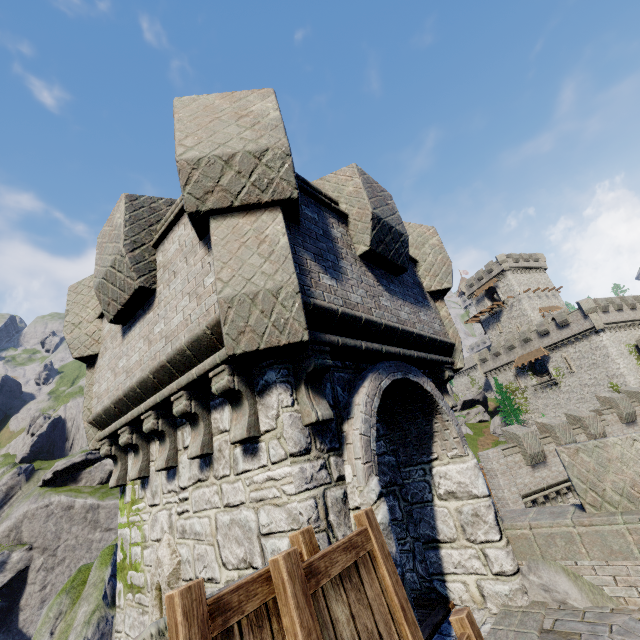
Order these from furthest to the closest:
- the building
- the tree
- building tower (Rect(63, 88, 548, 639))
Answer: the building
the tree
building tower (Rect(63, 88, 548, 639))

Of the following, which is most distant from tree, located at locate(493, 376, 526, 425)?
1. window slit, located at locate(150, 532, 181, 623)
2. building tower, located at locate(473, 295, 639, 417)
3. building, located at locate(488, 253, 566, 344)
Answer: window slit, located at locate(150, 532, 181, 623)

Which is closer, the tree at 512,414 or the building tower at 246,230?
the building tower at 246,230

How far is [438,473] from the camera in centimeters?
599cm

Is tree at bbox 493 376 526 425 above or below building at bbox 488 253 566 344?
below

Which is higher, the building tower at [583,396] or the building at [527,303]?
the building at [527,303]

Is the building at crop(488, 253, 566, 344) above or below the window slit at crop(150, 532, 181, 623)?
above

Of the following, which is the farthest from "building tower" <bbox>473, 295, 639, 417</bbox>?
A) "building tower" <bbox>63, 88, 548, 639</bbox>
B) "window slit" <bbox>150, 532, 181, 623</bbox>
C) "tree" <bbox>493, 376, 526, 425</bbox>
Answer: "window slit" <bbox>150, 532, 181, 623</bbox>
